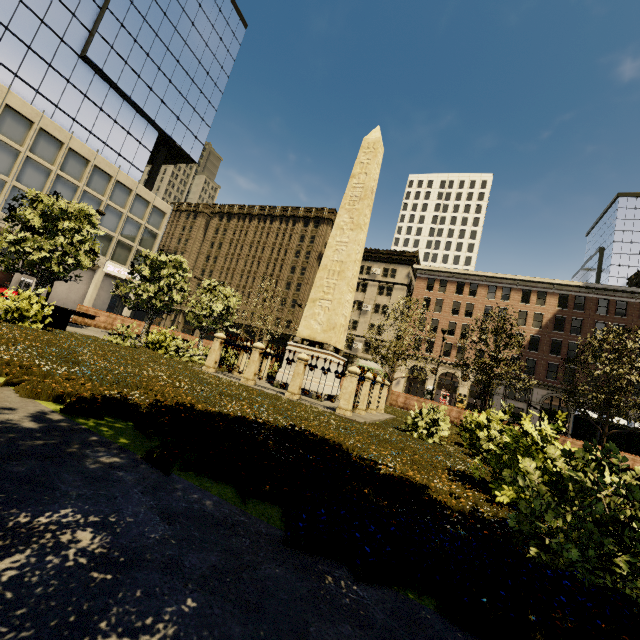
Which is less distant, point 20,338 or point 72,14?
point 20,338

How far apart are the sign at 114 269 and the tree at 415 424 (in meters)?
39.60

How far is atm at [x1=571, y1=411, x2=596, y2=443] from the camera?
21.0 meters

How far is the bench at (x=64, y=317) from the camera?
11.4 meters

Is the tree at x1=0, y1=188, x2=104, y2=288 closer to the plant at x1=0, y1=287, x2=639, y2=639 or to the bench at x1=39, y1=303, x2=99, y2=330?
the plant at x1=0, y1=287, x2=639, y2=639

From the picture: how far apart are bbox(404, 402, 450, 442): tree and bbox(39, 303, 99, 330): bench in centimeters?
1286cm

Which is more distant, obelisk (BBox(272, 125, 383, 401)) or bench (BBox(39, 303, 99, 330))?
obelisk (BBox(272, 125, 383, 401))

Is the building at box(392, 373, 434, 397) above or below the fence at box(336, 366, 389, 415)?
above
